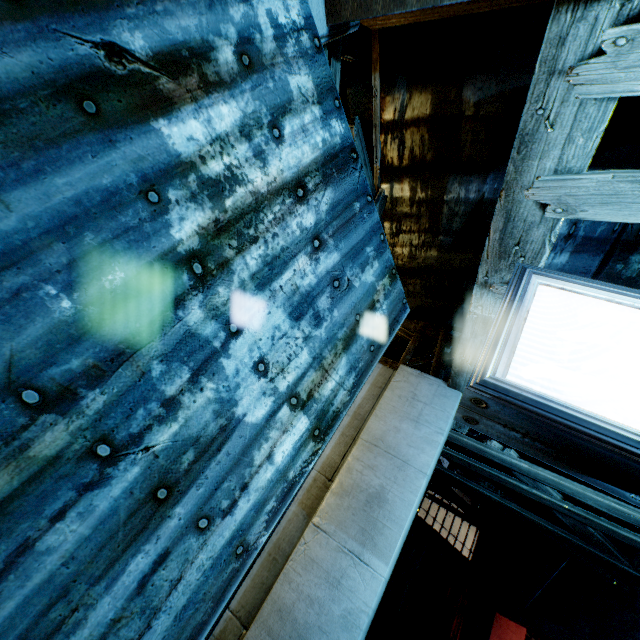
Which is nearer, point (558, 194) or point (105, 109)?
point (105, 109)
